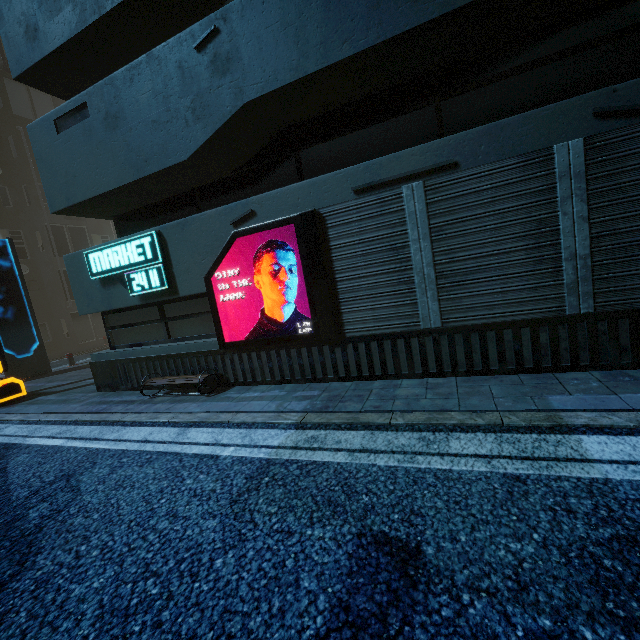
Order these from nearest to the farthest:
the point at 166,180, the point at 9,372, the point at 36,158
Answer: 1. the point at 166,180
2. the point at 36,158
3. the point at 9,372

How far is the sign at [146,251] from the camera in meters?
6.6 m

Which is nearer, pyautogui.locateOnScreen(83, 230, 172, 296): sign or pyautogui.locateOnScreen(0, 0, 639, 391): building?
pyautogui.locateOnScreen(0, 0, 639, 391): building

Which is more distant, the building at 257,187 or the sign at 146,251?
the sign at 146,251

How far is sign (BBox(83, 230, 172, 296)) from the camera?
6.6m
